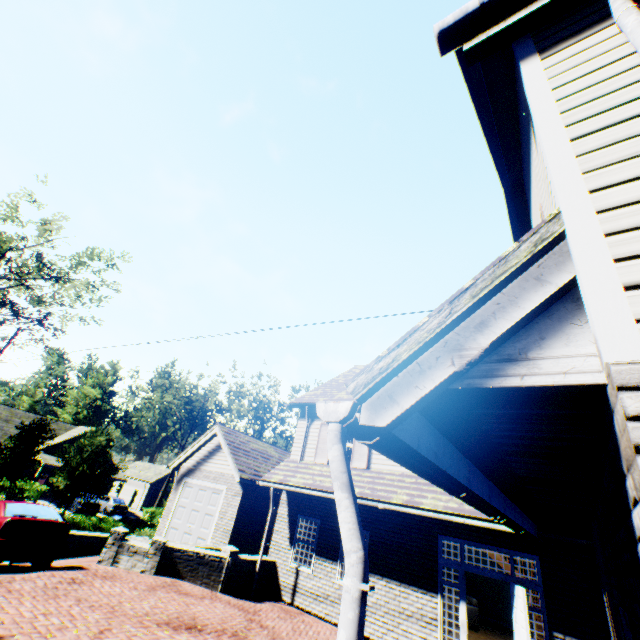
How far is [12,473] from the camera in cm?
2303

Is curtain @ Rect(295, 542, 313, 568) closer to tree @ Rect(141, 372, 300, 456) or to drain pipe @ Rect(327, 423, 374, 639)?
drain pipe @ Rect(327, 423, 374, 639)

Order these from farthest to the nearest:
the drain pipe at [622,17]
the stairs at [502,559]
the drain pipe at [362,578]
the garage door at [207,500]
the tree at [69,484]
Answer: the tree at [69,484]
the garage door at [207,500]
the stairs at [502,559]
the drain pipe at [622,17]
the drain pipe at [362,578]

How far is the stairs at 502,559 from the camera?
14.08m

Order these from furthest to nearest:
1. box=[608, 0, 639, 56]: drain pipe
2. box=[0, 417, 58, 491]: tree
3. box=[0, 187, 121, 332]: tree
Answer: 1. box=[0, 187, 121, 332]: tree
2. box=[0, 417, 58, 491]: tree
3. box=[608, 0, 639, 56]: drain pipe

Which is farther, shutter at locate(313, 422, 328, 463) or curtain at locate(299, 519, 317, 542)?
shutter at locate(313, 422, 328, 463)

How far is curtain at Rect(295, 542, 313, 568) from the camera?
11.55m

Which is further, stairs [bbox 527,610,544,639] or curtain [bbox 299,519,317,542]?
curtain [bbox 299,519,317,542]
